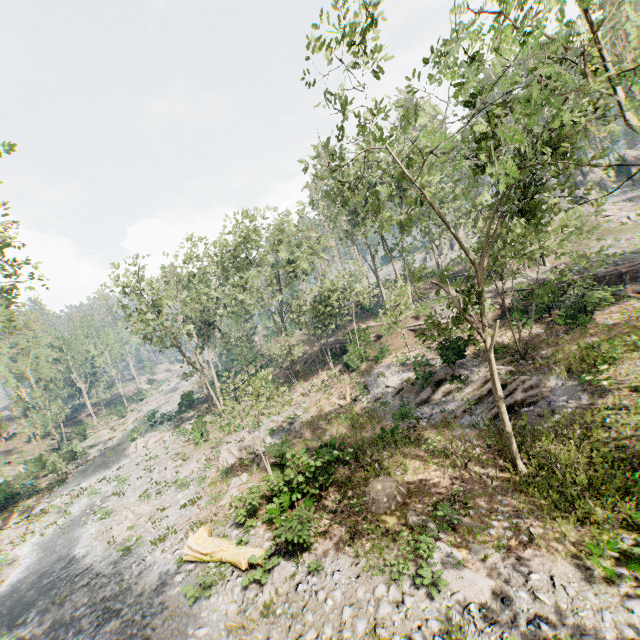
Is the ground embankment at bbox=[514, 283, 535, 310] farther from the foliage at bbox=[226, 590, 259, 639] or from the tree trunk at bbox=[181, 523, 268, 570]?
the tree trunk at bbox=[181, 523, 268, 570]

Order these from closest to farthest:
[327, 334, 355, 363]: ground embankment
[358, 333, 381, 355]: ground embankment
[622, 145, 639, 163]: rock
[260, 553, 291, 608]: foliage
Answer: [260, 553, 291, 608]: foliage, [358, 333, 381, 355]: ground embankment, [327, 334, 355, 363]: ground embankment, [622, 145, 639, 163]: rock

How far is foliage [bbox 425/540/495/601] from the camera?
9.05m

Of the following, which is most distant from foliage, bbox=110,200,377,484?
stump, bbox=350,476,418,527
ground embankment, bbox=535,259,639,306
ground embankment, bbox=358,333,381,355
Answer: stump, bbox=350,476,418,527

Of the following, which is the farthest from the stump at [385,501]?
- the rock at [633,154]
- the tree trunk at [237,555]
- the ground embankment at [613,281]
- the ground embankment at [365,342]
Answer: the rock at [633,154]

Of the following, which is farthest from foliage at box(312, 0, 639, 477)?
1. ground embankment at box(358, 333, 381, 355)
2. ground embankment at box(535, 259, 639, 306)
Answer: ground embankment at box(535, 259, 639, 306)

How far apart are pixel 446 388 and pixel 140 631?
18.5 meters

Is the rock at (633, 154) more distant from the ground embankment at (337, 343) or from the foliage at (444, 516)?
the ground embankment at (337, 343)
